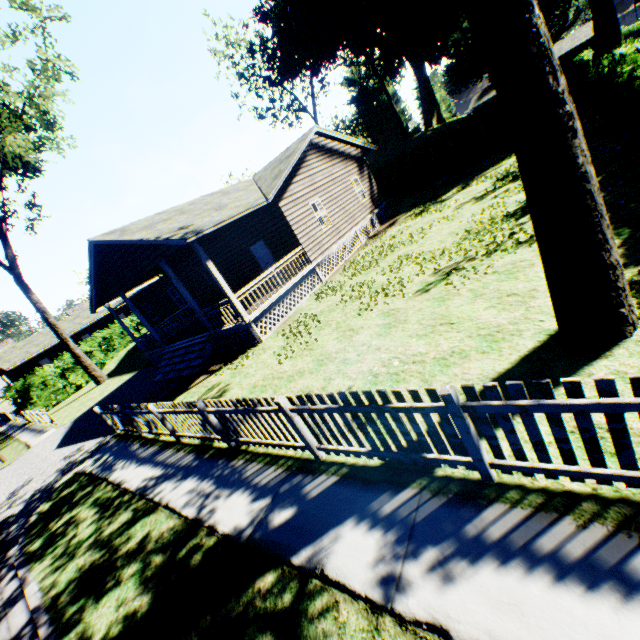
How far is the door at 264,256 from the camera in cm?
1634

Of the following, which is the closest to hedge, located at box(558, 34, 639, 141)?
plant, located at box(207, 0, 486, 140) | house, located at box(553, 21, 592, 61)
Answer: plant, located at box(207, 0, 486, 140)

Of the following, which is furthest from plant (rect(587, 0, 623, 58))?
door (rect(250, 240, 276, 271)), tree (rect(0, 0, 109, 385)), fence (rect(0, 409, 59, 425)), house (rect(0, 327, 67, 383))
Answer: fence (rect(0, 409, 59, 425))

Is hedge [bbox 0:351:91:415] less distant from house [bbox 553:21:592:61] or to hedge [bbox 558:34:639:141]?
hedge [bbox 558:34:639:141]

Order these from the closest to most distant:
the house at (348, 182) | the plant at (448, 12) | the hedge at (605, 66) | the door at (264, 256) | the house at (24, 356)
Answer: the hedge at (605, 66) < the house at (348, 182) < the door at (264, 256) < the plant at (448, 12) < the house at (24, 356)

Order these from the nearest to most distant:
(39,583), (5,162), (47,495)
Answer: (39,583) < (47,495) < (5,162)

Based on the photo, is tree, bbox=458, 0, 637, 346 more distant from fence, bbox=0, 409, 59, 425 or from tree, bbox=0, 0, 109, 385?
tree, bbox=0, 0, 109, 385

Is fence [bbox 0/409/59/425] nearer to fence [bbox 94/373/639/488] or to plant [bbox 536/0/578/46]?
fence [bbox 94/373/639/488]
